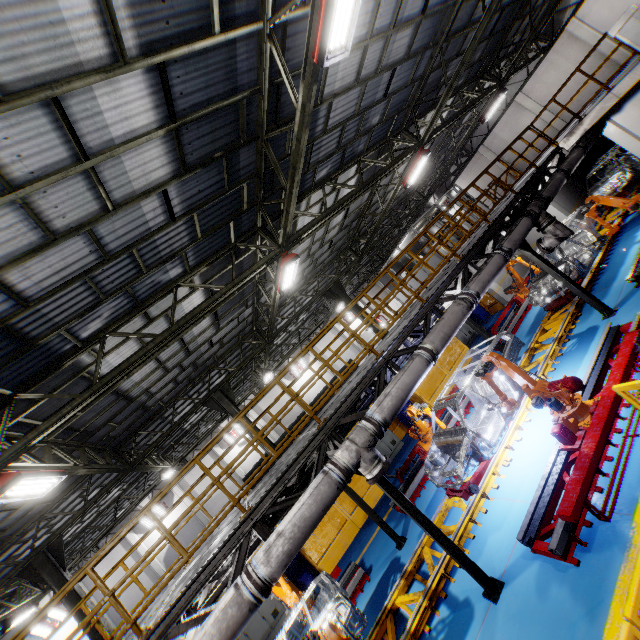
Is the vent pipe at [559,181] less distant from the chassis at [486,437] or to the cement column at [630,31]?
the chassis at [486,437]

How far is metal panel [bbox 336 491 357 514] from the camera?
12.50m

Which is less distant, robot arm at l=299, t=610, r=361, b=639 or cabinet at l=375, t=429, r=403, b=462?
robot arm at l=299, t=610, r=361, b=639

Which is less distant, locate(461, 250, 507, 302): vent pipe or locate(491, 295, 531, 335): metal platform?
locate(461, 250, 507, 302): vent pipe

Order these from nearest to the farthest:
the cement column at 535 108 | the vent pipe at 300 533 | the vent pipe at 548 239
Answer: the vent pipe at 300 533 < the vent pipe at 548 239 < the cement column at 535 108

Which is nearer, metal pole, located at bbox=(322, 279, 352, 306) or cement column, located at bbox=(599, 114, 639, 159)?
cement column, located at bbox=(599, 114, 639, 159)

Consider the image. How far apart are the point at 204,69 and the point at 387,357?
6.1 meters

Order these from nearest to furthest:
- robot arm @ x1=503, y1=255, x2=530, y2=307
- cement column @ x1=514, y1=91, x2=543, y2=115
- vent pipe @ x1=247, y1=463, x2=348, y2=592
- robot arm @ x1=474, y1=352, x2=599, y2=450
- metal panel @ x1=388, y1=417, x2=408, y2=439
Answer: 1. vent pipe @ x1=247, y1=463, x2=348, y2=592
2. robot arm @ x1=474, y1=352, x2=599, y2=450
3. robot arm @ x1=503, y1=255, x2=530, y2=307
4. metal panel @ x1=388, y1=417, x2=408, y2=439
5. cement column @ x1=514, y1=91, x2=543, y2=115
